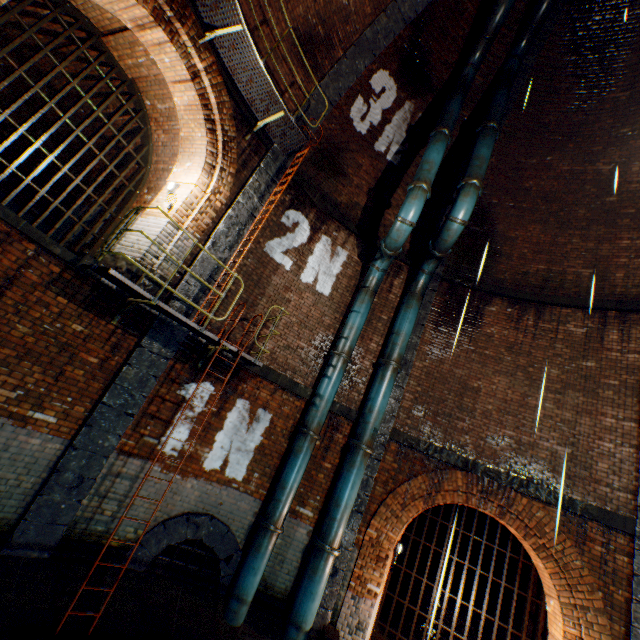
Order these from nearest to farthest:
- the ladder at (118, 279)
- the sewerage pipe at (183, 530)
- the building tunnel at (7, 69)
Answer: the ladder at (118, 279) → the sewerage pipe at (183, 530) → the building tunnel at (7, 69)

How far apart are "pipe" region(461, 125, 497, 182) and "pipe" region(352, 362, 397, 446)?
4.8m

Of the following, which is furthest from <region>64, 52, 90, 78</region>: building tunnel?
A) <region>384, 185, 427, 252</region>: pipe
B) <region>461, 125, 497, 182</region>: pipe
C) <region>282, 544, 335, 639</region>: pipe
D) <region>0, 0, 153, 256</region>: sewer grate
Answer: <region>282, 544, 335, 639</region>: pipe

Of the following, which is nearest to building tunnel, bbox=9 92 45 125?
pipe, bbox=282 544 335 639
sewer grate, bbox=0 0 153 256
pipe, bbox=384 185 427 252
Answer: sewer grate, bbox=0 0 153 256

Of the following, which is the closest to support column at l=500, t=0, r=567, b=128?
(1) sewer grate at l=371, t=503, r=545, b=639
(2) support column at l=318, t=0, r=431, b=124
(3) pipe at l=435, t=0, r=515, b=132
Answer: (3) pipe at l=435, t=0, r=515, b=132

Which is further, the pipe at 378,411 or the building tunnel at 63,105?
the building tunnel at 63,105

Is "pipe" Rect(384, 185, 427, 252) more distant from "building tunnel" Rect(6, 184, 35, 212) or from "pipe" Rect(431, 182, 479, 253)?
"building tunnel" Rect(6, 184, 35, 212)

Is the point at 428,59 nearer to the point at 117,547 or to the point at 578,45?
the point at 578,45
